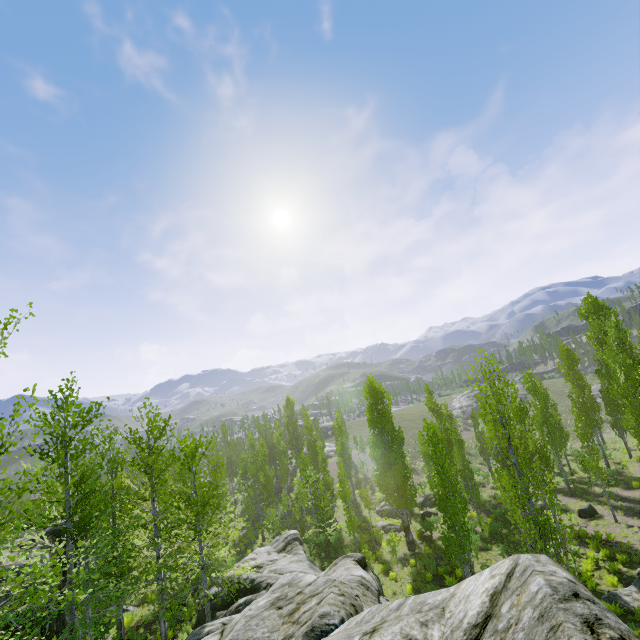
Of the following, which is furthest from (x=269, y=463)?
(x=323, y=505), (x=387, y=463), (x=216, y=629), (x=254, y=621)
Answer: (x=254, y=621)

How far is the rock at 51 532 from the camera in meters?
15.8

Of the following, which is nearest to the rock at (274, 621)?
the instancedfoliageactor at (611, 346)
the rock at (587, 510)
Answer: the instancedfoliageactor at (611, 346)

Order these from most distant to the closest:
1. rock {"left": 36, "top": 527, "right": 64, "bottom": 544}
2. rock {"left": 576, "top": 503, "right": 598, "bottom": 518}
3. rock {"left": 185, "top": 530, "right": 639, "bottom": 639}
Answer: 1. rock {"left": 576, "top": 503, "right": 598, "bottom": 518}
2. rock {"left": 36, "top": 527, "right": 64, "bottom": 544}
3. rock {"left": 185, "top": 530, "right": 639, "bottom": 639}

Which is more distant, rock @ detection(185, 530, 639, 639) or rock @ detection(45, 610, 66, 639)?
rock @ detection(45, 610, 66, 639)

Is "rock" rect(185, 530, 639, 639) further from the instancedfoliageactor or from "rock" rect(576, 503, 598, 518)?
"rock" rect(576, 503, 598, 518)
